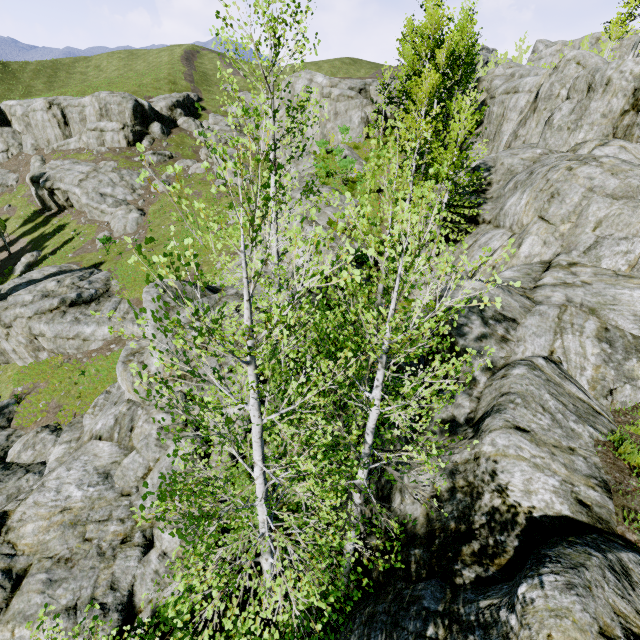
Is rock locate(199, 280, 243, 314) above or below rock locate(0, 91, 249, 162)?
below

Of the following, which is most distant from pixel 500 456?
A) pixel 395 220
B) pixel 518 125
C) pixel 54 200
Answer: pixel 54 200

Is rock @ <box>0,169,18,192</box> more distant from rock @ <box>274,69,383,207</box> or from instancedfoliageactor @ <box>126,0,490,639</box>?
instancedfoliageactor @ <box>126,0,490,639</box>

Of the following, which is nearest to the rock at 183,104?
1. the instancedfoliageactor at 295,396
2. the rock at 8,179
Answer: the instancedfoliageactor at 295,396

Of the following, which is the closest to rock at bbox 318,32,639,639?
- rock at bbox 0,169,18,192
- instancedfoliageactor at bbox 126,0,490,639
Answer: instancedfoliageactor at bbox 126,0,490,639

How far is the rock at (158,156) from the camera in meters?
44.4 m

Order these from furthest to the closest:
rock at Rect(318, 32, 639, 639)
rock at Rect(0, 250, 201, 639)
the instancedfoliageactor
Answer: rock at Rect(0, 250, 201, 639) < rock at Rect(318, 32, 639, 639) < the instancedfoliageactor

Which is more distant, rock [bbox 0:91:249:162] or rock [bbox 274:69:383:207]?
rock [bbox 0:91:249:162]
